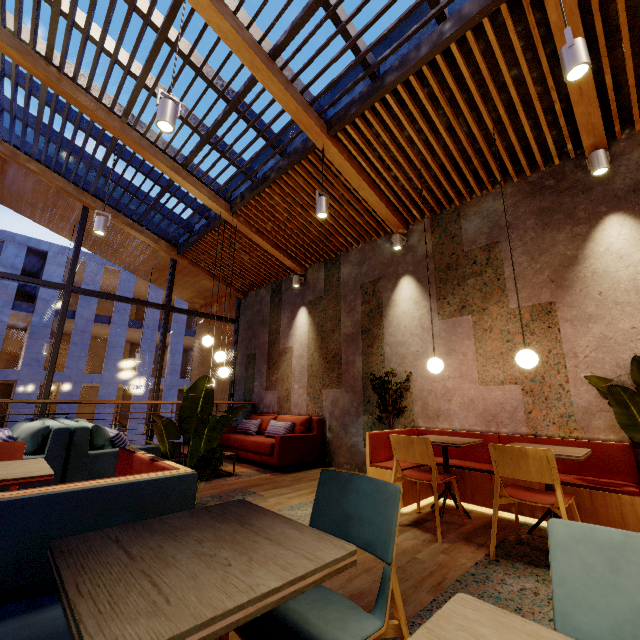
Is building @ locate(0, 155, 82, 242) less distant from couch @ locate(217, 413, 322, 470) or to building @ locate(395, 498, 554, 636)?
building @ locate(395, 498, 554, 636)

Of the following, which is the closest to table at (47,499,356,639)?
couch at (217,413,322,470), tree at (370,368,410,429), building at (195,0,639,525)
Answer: building at (195,0,639,525)

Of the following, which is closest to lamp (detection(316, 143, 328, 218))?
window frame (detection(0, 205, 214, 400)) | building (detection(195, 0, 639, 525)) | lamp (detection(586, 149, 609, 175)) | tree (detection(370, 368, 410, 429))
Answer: building (detection(195, 0, 639, 525))

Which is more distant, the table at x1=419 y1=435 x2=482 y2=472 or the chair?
the table at x1=419 y1=435 x2=482 y2=472

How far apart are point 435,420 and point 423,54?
4.5m

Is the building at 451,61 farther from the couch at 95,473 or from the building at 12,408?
the building at 12,408

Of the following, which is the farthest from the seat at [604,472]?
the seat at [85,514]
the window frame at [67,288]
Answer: the window frame at [67,288]

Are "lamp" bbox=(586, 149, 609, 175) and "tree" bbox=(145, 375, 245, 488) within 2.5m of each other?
no
